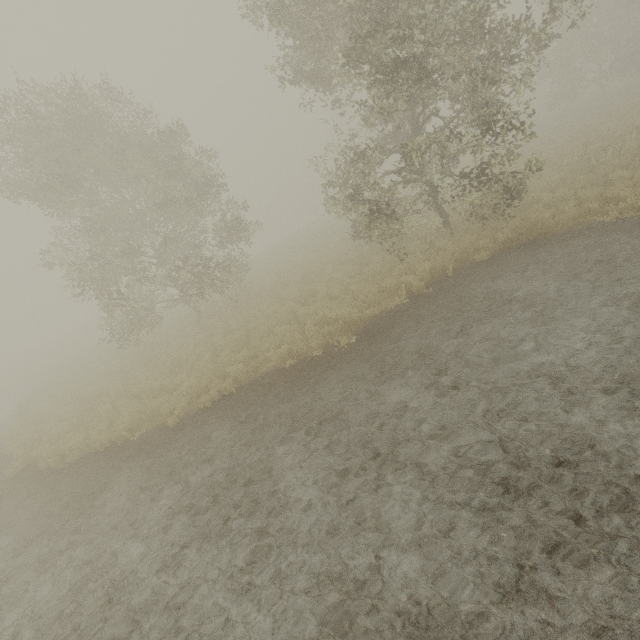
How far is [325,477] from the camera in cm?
A: 549
